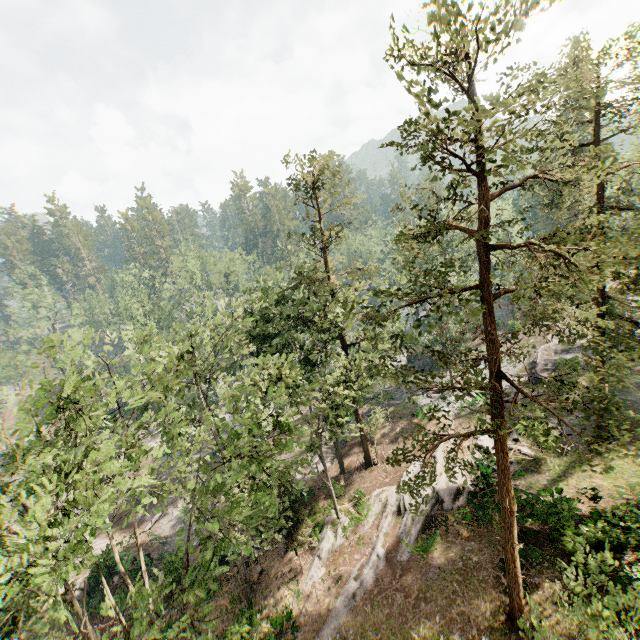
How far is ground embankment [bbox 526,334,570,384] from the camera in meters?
32.3

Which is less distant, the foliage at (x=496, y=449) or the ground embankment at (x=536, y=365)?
the foliage at (x=496, y=449)

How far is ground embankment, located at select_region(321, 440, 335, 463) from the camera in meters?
32.3 m

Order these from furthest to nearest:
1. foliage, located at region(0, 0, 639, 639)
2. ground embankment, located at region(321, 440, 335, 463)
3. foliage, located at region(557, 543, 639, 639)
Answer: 1. ground embankment, located at region(321, 440, 335, 463)
2. foliage, located at region(0, 0, 639, 639)
3. foliage, located at region(557, 543, 639, 639)

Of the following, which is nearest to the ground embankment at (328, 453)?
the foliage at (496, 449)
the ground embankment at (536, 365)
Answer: the foliage at (496, 449)

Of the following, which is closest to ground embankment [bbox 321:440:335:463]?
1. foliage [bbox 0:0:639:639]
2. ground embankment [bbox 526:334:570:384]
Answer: foliage [bbox 0:0:639:639]

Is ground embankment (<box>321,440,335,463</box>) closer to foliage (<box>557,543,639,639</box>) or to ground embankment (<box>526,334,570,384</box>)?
foliage (<box>557,543,639,639</box>)

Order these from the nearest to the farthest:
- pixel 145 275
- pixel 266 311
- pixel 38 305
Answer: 1. pixel 266 311
2. pixel 38 305
3. pixel 145 275
